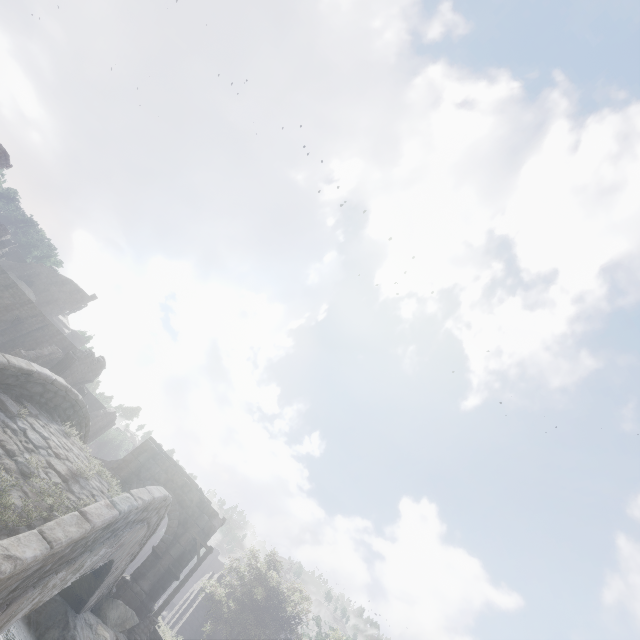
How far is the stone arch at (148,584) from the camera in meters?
17.1 m

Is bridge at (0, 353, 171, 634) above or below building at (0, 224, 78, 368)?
below

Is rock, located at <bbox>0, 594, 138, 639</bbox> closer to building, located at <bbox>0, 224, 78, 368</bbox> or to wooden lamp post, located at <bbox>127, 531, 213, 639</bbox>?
wooden lamp post, located at <bbox>127, 531, 213, 639</bbox>

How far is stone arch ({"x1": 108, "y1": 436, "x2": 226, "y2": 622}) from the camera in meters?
17.1

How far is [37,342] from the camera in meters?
32.7

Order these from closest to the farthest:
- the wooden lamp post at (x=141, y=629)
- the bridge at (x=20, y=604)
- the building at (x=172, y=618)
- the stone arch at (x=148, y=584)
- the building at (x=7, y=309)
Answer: the bridge at (x=20, y=604)
the wooden lamp post at (x=141, y=629)
the stone arch at (x=148, y=584)
the building at (x=172, y=618)
the building at (x=7, y=309)

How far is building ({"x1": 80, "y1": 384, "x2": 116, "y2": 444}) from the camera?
36.0 meters

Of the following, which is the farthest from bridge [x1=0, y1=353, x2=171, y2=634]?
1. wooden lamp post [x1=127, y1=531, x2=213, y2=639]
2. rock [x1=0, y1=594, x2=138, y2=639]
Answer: wooden lamp post [x1=127, y1=531, x2=213, y2=639]
